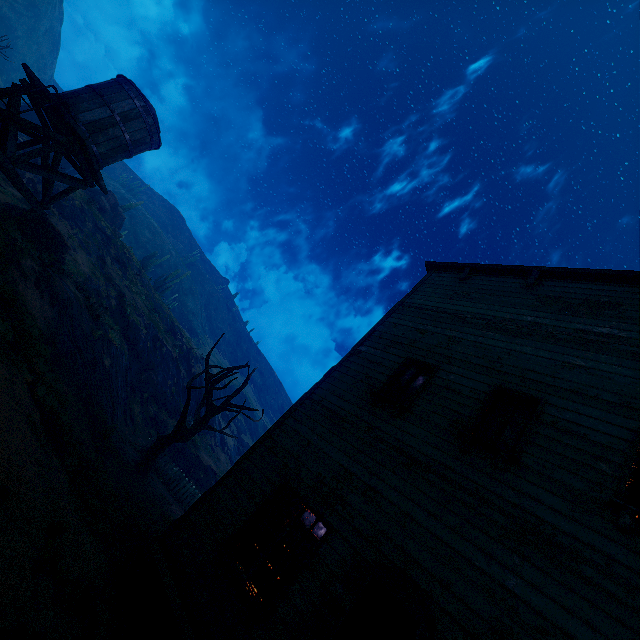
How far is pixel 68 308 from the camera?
12.43m

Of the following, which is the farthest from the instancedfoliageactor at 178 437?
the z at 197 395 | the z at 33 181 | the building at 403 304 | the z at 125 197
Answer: the z at 125 197

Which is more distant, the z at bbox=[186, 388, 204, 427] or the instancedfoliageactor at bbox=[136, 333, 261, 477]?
the z at bbox=[186, 388, 204, 427]

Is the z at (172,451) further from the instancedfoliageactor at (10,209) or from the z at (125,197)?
the z at (125,197)

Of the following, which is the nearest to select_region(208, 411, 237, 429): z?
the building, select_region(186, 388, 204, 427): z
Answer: the building

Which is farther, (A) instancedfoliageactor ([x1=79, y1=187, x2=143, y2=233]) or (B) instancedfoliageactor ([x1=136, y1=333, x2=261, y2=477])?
(A) instancedfoliageactor ([x1=79, y1=187, x2=143, y2=233])

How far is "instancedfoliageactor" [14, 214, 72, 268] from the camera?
11.5m
